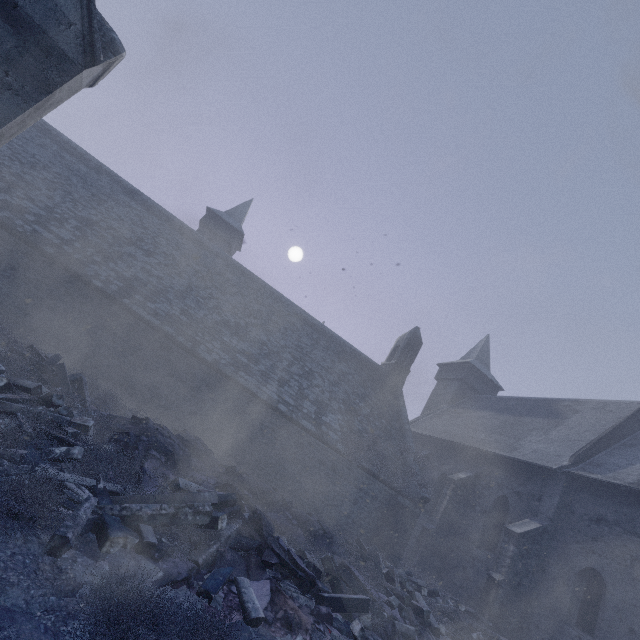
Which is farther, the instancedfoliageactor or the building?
the building

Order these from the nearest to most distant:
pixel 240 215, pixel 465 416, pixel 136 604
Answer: pixel 136 604 → pixel 465 416 → pixel 240 215

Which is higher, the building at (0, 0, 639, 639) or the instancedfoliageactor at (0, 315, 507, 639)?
the building at (0, 0, 639, 639)

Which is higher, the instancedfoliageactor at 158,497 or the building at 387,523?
the building at 387,523

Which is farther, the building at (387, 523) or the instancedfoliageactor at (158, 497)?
the building at (387, 523)
